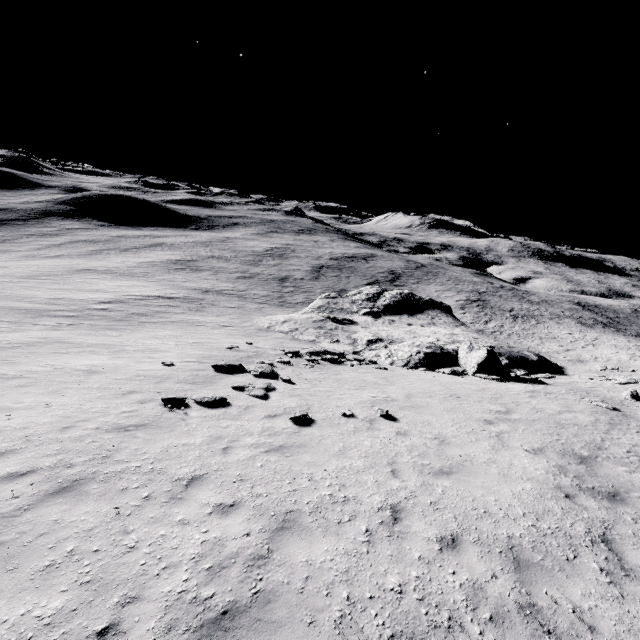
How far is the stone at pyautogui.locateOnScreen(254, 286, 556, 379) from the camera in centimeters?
2172cm

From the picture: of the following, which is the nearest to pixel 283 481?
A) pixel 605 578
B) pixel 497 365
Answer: pixel 605 578

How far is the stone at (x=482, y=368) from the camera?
21.72m
